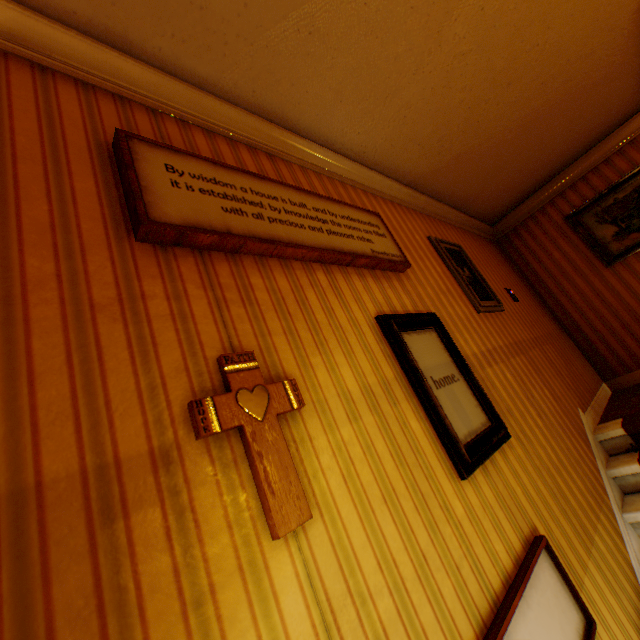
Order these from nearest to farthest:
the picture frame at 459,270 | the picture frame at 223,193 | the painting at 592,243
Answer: the picture frame at 223,193
the picture frame at 459,270
the painting at 592,243

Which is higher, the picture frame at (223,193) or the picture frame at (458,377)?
the picture frame at (223,193)

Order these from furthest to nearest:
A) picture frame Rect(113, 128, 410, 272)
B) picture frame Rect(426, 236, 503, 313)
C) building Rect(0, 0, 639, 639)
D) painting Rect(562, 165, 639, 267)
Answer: painting Rect(562, 165, 639, 267) → picture frame Rect(426, 236, 503, 313) → picture frame Rect(113, 128, 410, 272) → building Rect(0, 0, 639, 639)

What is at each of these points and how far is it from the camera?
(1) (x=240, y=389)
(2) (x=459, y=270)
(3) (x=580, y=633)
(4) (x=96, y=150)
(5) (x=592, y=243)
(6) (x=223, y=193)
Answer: (1) crucifix, 1.2m
(2) picture frame, 3.6m
(3) picture frame, 1.5m
(4) building, 1.4m
(5) painting, 4.9m
(6) picture frame, 1.7m

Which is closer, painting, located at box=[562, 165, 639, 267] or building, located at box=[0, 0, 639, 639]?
building, located at box=[0, 0, 639, 639]

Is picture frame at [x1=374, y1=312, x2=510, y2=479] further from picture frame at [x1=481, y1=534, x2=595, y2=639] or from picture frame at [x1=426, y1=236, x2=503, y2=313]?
picture frame at [x1=426, y1=236, x2=503, y2=313]

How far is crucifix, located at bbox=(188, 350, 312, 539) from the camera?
1.02m

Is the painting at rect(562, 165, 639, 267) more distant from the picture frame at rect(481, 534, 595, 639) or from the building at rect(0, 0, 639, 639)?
the picture frame at rect(481, 534, 595, 639)
